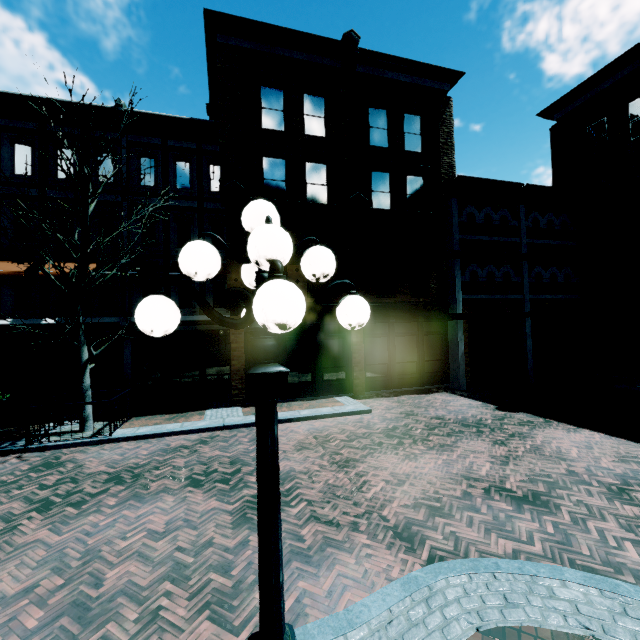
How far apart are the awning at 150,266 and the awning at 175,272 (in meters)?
0.46

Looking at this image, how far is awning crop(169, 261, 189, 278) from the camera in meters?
14.8

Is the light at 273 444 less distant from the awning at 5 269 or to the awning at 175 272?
the awning at 175 272

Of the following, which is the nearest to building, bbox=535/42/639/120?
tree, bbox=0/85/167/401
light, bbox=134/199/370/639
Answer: tree, bbox=0/85/167/401

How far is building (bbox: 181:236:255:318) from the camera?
12.38m

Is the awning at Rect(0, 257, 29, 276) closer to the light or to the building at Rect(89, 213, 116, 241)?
the building at Rect(89, 213, 116, 241)

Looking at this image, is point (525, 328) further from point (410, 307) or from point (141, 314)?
point (141, 314)

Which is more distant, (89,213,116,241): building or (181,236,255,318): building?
(89,213,116,241): building
